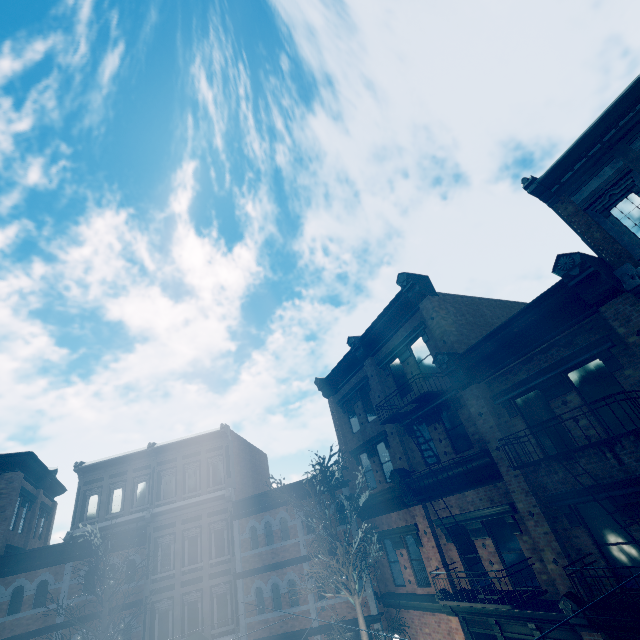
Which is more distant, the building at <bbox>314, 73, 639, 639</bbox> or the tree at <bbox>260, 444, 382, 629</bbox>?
the tree at <bbox>260, 444, 382, 629</bbox>

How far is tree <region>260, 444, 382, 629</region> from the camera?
12.4 meters

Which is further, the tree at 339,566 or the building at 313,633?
the building at 313,633

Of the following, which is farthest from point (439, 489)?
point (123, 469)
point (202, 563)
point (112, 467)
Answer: point (112, 467)

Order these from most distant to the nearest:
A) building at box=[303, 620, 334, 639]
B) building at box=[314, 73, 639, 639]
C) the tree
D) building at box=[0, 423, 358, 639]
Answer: building at box=[0, 423, 358, 639] < building at box=[303, 620, 334, 639] < the tree < building at box=[314, 73, 639, 639]

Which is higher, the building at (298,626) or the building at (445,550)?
the building at (445,550)

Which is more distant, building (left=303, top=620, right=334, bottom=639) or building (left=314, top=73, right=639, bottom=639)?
building (left=303, top=620, right=334, bottom=639)
